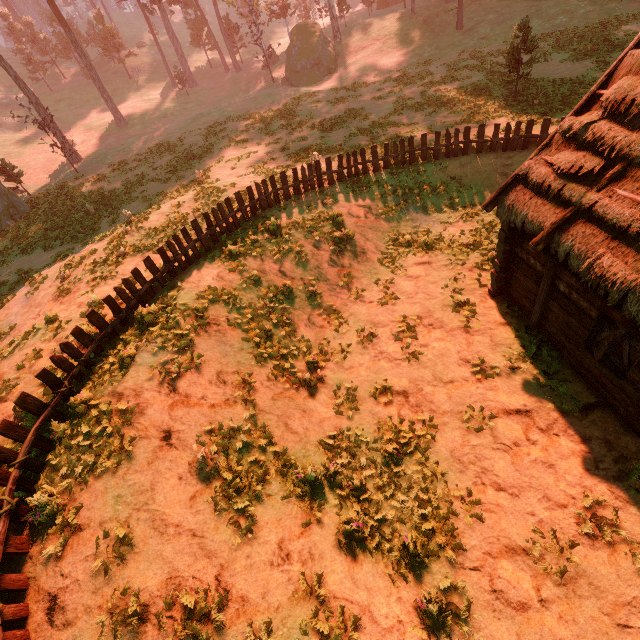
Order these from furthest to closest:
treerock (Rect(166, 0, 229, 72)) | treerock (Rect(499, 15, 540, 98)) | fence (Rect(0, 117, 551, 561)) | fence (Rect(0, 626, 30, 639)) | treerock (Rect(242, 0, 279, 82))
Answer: treerock (Rect(166, 0, 229, 72)), treerock (Rect(242, 0, 279, 82)), treerock (Rect(499, 15, 540, 98)), fence (Rect(0, 117, 551, 561)), fence (Rect(0, 626, 30, 639))

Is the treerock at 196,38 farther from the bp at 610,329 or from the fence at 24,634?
the bp at 610,329

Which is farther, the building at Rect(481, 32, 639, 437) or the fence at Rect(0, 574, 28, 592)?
the building at Rect(481, 32, 639, 437)

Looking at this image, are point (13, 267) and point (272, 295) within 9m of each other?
no

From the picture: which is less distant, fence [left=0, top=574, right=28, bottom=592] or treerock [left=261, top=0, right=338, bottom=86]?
fence [left=0, top=574, right=28, bottom=592]

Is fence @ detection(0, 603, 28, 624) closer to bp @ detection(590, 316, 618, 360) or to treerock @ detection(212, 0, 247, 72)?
treerock @ detection(212, 0, 247, 72)

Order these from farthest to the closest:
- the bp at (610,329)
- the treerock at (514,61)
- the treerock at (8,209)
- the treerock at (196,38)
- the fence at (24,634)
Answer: the treerock at (196,38)
the treerock at (8,209)
the treerock at (514,61)
the bp at (610,329)
the fence at (24,634)

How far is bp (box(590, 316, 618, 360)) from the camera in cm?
682
